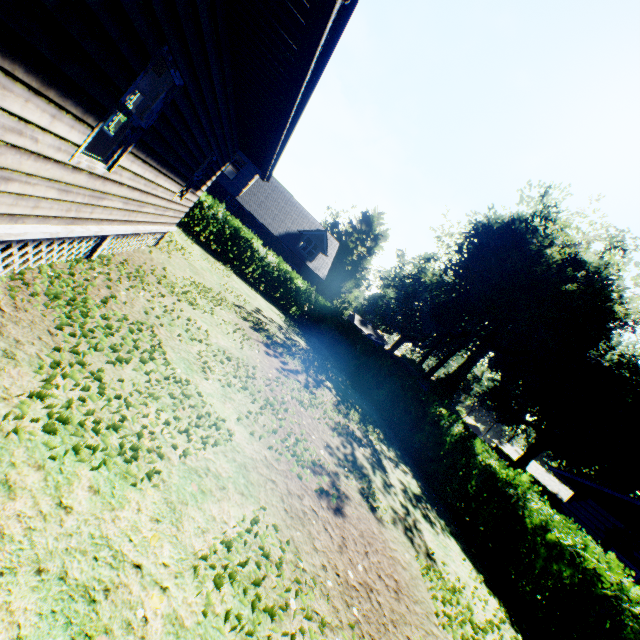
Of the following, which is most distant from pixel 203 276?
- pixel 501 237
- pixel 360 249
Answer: pixel 360 249

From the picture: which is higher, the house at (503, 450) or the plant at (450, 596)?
the house at (503, 450)

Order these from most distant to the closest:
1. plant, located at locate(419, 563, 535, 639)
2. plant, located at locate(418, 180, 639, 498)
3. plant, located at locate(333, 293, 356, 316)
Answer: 1. plant, located at locate(333, 293, 356, 316)
2. plant, located at locate(418, 180, 639, 498)
3. plant, located at locate(419, 563, 535, 639)

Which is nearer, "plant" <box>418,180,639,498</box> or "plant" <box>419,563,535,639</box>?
"plant" <box>419,563,535,639</box>

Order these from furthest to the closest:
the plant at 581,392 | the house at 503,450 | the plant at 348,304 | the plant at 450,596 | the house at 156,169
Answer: the house at 503,450
the plant at 348,304
the plant at 581,392
the plant at 450,596
the house at 156,169

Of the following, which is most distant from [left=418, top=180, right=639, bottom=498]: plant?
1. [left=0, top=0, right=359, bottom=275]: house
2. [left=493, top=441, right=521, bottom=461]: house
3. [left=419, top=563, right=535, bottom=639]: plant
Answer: [left=0, top=0, right=359, bottom=275]: house

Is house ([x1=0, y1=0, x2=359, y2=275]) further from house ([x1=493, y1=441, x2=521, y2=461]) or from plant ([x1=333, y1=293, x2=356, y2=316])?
house ([x1=493, y1=441, x2=521, y2=461])

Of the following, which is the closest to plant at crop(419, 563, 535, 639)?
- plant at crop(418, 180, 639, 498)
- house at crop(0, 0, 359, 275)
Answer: plant at crop(418, 180, 639, 498)
